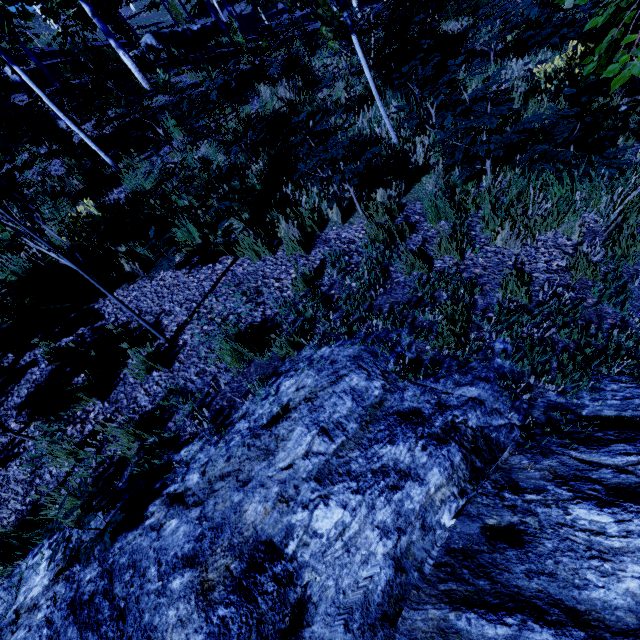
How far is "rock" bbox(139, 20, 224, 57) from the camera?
15.5m

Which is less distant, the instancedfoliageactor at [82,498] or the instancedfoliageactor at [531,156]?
the instancedfoliageactor at [82,498]

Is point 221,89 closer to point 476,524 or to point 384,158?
point 384,158

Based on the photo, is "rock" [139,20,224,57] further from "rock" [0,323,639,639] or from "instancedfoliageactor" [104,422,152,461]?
"rock" [0,323,639,639]

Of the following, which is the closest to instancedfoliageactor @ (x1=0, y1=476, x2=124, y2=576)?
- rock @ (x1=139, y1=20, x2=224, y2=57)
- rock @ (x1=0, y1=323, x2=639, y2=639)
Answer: rock @ (x1=0, y1=323, x2=639, y2=639)

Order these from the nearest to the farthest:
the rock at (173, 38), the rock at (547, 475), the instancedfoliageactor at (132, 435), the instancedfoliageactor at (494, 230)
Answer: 1. the rock at (547, 475)
2. the instancedfoliageactor at (132, 435)
3. the instancedfoliageactor at (494, 230)
4. the rock at (173, 38)

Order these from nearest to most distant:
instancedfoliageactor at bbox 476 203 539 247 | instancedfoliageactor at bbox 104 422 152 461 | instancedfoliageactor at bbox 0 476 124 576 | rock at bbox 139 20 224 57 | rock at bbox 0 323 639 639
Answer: rock at bbox 0 323 639 639 → instancedfoliageactor at bbox 0 476 124 576 → instancedfoliageactor at bbox 104 422 152 461 → instancedfoliageactor at bbox 476 203 539 247 → rock at bbox 139 20 224 57
